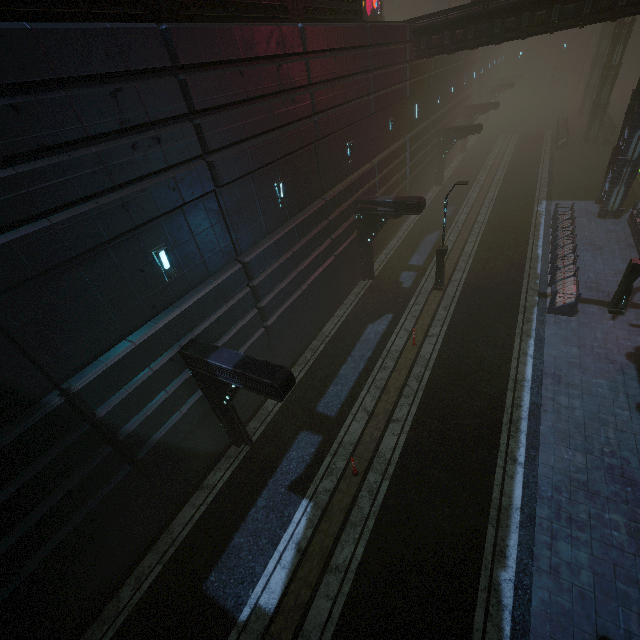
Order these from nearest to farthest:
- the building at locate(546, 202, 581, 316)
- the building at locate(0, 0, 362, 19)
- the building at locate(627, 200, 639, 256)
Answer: the building at locate(0, 0, 362, 19), the building at locate(546, 202, 581, 316), the building at locate(627, 200, 639, 256)

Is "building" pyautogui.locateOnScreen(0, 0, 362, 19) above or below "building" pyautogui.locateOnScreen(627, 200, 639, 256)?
above

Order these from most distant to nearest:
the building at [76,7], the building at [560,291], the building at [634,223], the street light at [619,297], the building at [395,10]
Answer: the building at [395,10] < the building at [634,223] < the building at [560,291] < the street light at [619,297] < the building at [76,7]

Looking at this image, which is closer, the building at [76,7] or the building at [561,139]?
the building at [76,7]

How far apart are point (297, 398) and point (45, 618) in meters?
8.9 m

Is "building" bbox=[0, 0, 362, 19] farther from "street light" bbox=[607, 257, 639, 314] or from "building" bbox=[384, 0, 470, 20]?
"building" bbox=[384, 0, 470, 20]
